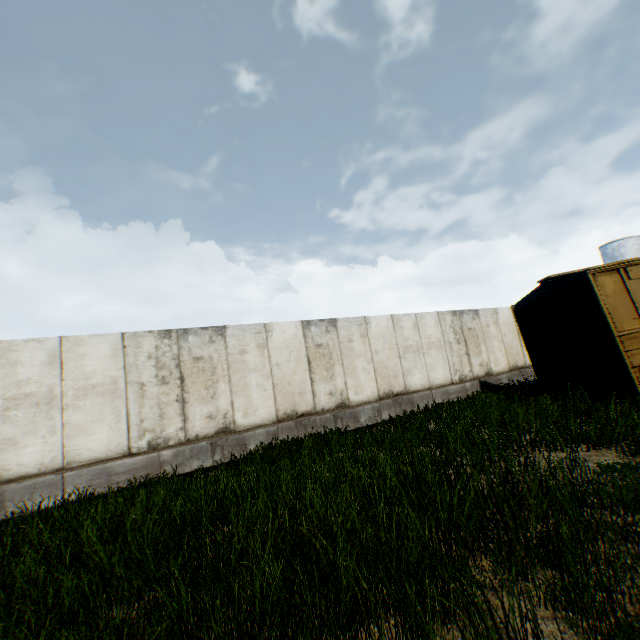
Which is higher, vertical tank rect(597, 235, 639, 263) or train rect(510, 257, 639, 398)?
vertical tank rect(597, 235, 639, 263)

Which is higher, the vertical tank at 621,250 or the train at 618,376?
the vertical tank at 621,250

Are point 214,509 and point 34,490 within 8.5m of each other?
yes

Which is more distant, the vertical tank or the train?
the vertical tank

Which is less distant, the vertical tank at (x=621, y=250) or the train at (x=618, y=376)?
the train at (x=618, y=376)
